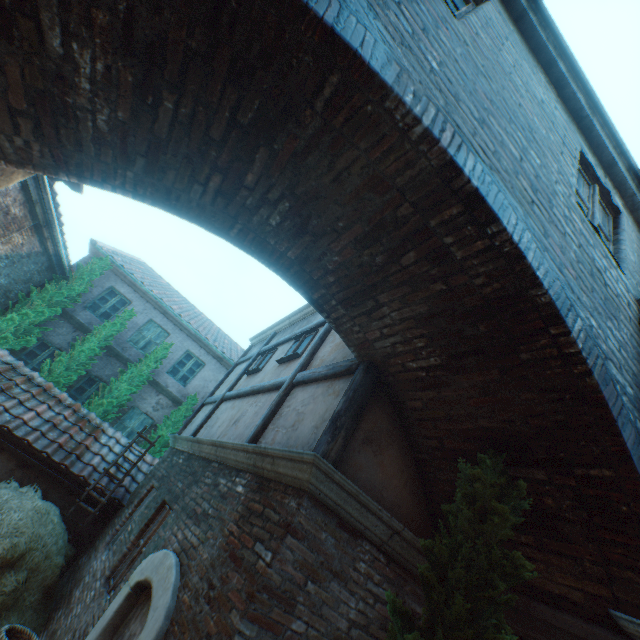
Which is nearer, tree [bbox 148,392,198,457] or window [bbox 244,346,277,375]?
window [bbox 244,346,277,375]

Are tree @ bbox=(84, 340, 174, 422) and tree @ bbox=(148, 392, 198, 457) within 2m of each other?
yes

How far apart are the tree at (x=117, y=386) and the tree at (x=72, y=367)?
0.7 meters

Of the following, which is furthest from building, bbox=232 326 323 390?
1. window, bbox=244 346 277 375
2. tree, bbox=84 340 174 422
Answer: tree, bbox=84 340 174 422

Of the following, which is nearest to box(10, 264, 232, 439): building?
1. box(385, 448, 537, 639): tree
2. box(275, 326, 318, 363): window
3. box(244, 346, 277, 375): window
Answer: box(244, 346, 277, 375): window

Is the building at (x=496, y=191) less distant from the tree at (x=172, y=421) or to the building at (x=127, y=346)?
the tree at (x=172, y=421)

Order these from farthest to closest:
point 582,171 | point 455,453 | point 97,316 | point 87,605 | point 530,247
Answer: point 97,316 < point 87,605 < point 582,171 < point 455,453 < point 530,247

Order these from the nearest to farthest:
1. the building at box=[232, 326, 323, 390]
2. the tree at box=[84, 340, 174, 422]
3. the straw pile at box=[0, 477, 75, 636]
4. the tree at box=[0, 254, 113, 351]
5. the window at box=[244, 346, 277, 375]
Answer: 1. the straw pile at box=[0, 477, 75, 636]
2. the building at box=[232, 326, 323, 390]
3. the window at box=[244, 346, 277, 375]
4. the tree at box=[0, 254, 113, 351]
5. the tree at box=[84, 340, 174, 422]
